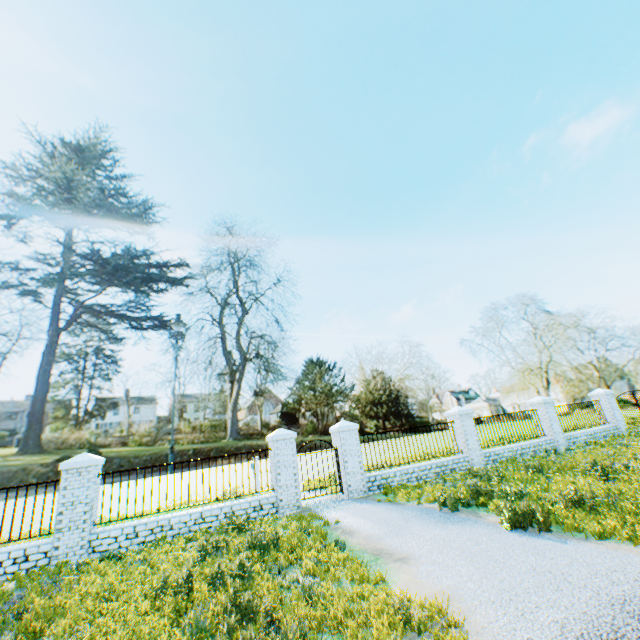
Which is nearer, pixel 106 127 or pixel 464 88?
pixel 106 127

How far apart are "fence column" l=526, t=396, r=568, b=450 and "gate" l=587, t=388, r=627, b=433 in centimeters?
437cm

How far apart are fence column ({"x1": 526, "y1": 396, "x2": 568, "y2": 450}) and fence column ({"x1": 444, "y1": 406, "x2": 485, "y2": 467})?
4.6 meters

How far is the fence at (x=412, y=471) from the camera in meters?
11.3 m

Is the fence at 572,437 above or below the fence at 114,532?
above

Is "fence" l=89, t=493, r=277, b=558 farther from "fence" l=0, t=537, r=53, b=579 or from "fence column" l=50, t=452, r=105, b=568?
"fence" l=0, t=537, r=53, b=579

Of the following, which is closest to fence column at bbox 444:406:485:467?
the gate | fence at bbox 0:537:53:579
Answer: the gate

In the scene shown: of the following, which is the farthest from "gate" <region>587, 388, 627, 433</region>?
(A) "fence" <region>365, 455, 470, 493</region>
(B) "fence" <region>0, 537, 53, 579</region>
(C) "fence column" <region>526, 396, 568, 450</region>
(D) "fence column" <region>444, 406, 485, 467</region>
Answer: (B) "fence" <region>0, 537, 53, 579</region>
